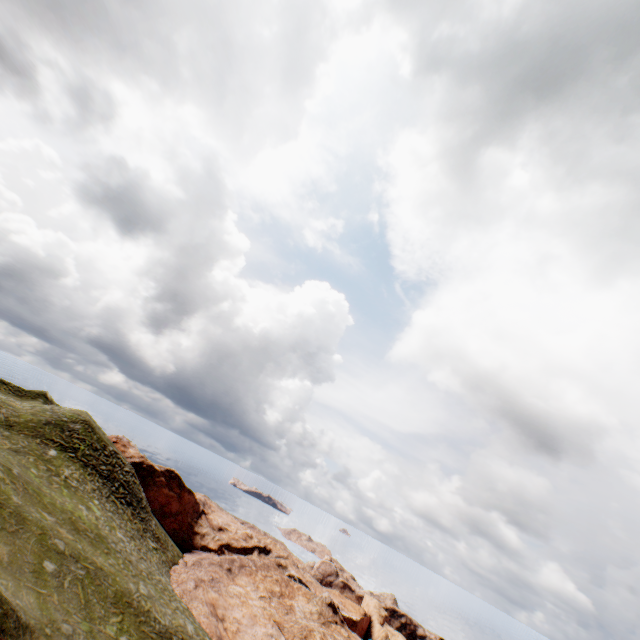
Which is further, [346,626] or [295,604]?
[346,626]
